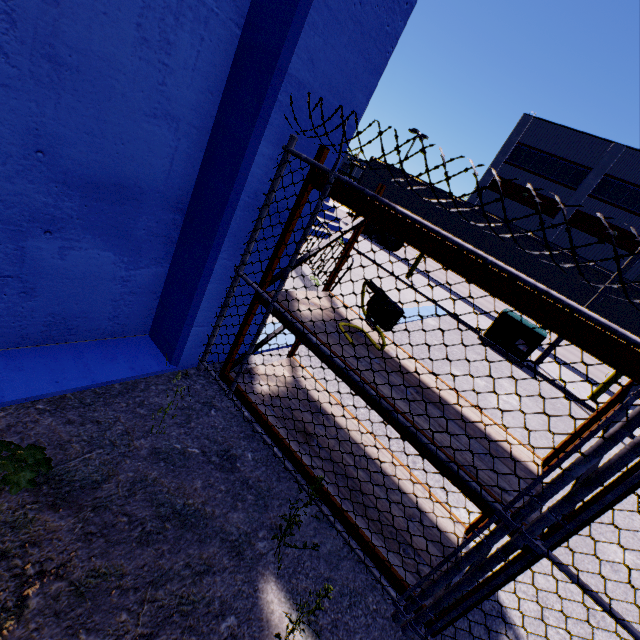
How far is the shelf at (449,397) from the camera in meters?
2.6 m

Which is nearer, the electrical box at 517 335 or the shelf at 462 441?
the shelf at 462 441

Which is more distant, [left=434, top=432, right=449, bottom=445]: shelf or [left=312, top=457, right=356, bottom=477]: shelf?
[left=312, top=457, right=356, bottom=477]: shelf

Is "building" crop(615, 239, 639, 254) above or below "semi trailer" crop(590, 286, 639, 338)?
above

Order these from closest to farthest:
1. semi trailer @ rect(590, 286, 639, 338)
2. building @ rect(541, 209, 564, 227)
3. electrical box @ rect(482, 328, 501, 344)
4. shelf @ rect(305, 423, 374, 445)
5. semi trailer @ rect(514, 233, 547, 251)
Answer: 1. shelf @ rect(305, 423, 374, 445)
2. electrical box @ rect(482, 328, 501, 344)
3. semi trailer @ rect(590, 286, 639, 338)
4. semi trailer @ rect(514, 233, 547, 251)
5. building @ rect(541, 209, 564, 227)

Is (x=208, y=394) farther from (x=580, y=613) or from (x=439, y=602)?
(x=580, y=613)

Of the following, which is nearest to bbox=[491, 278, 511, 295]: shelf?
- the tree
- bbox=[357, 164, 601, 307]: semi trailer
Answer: bbox=[357, 164, 601, 307]: semi trailer
